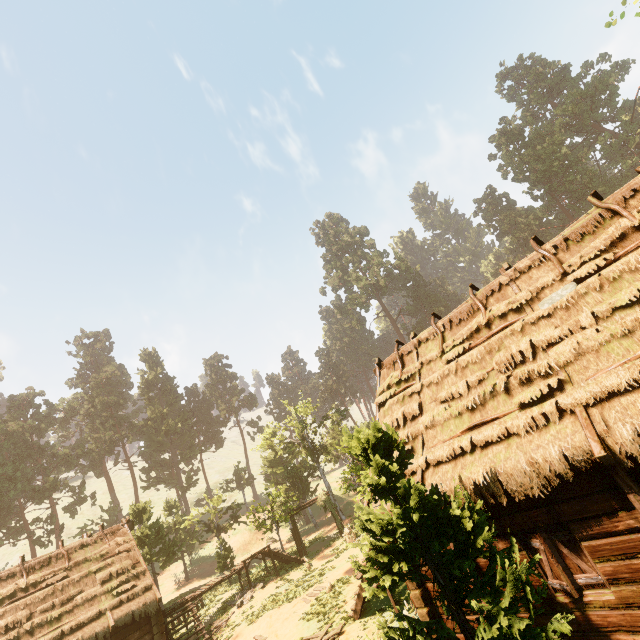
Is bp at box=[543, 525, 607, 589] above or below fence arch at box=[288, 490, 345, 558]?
below

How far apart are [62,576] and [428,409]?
21.3 meters

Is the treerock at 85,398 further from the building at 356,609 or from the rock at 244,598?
the rock at 244,598

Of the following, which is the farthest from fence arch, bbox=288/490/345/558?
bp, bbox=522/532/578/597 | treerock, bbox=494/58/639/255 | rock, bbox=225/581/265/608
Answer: bp, bbox=522/532/578/597

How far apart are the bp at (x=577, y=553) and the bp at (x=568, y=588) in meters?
0.1

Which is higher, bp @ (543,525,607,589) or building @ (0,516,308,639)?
building @ (0,516,308,639)

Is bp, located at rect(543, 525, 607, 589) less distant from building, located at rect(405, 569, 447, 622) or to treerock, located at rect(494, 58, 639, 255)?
building, located at rect(405, 569, 447, 622)

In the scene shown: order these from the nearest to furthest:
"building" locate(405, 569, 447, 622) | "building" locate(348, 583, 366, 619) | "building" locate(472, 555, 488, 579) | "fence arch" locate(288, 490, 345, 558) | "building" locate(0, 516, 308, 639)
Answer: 1. "building" locate(472, 555, 488, 579)
2. "building" locate(405, 569, 447, 622)
3. "building" locate(348, 583, 366, 619)
4. "building" locate(0, 516, 308, 639)
5. "fence arch" locate(288, 490, 345, 558)
